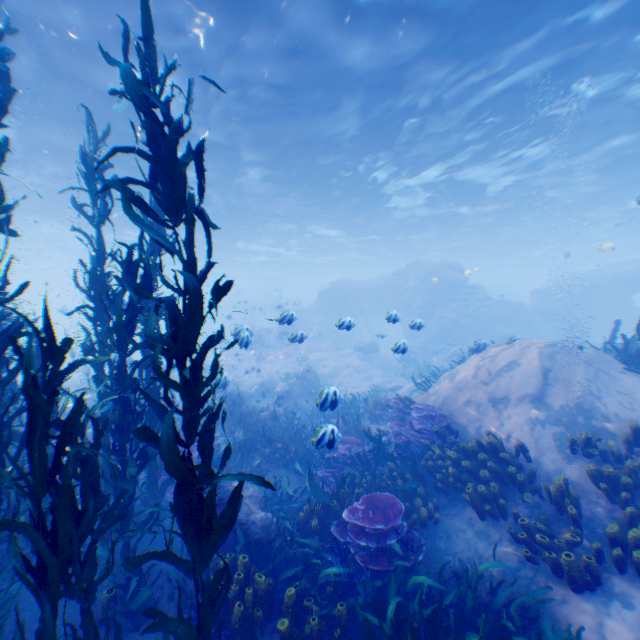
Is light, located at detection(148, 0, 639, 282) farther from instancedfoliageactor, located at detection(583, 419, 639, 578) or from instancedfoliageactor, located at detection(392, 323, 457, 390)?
instancedfoliageactor, located at detection(583, 419, 639, 578)

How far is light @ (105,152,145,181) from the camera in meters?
15.3 m

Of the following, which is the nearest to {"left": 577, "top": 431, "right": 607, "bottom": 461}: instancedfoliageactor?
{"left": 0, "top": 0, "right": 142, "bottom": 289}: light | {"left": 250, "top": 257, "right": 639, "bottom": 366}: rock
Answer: {"left": 250, "top": 257, "right": 639, "bottom": 366}: rock

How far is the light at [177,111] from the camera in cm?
1138

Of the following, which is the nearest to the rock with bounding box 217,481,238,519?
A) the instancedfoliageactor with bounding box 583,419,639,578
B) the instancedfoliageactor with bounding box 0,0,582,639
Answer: the instancedfoliageactor with bounding box 0,0,582,639

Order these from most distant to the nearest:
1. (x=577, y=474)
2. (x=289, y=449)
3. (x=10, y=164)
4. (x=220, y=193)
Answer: (x=220, y=193) < (x=10, y=164) < (x=289, y=449) < (x=577, y=474)

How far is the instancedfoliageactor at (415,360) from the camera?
12.55m
